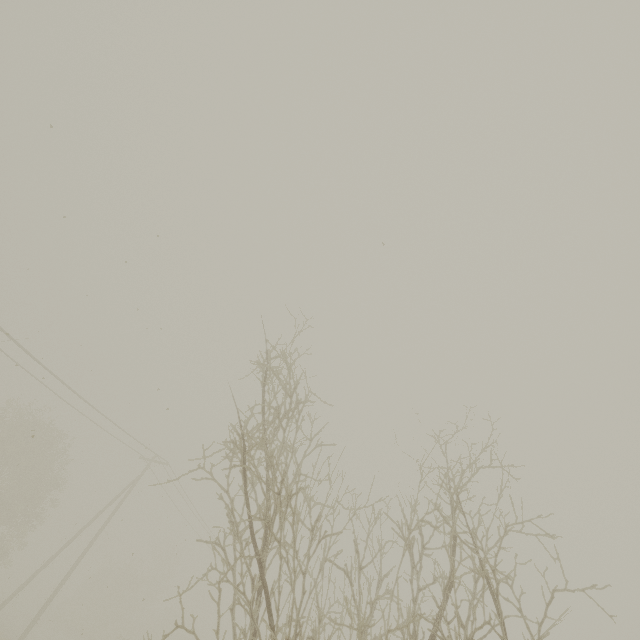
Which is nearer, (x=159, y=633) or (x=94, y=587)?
(x=94, y=587)
